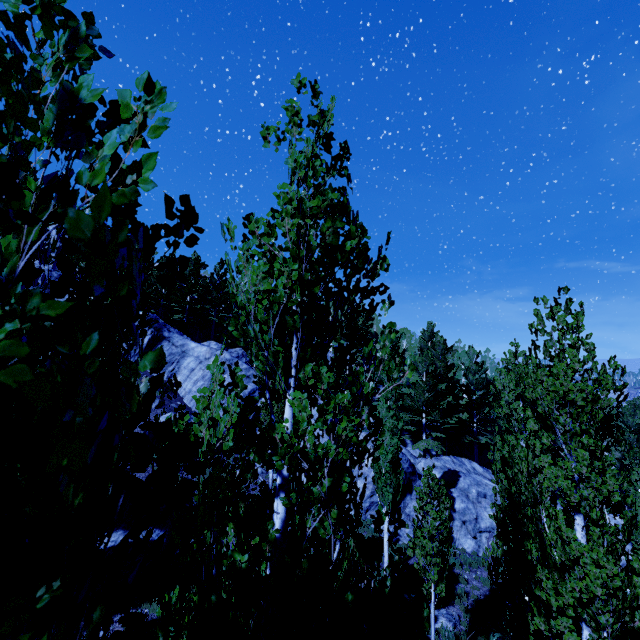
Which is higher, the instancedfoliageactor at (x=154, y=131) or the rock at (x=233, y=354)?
the rock at (x=233, y=354)

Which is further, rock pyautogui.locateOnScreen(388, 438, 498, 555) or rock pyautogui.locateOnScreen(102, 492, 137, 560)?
rock pyautogui.locateOnScreen(388, 438, 498, 555)

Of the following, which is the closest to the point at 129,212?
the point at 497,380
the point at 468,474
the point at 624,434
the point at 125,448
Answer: the point at 125,448

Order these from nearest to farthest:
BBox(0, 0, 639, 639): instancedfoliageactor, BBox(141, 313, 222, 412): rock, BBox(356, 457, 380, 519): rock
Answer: BBox(0, 0, 639, 639): instancedfoliageactor < BBox(356, 457, 380, 519): rock < BBox(141, 313, 222, 412): rock

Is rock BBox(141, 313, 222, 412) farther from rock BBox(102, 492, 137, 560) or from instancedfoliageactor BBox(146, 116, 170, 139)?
rock BBox(102, 492, 137, 560)

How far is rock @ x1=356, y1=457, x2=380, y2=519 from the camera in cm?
1938

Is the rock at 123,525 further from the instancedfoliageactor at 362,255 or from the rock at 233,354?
the rock at 233,354
